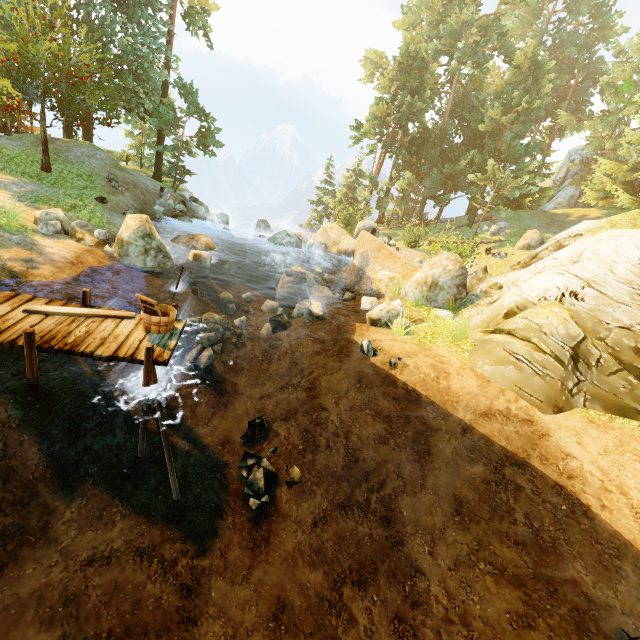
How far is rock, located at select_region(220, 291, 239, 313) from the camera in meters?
14.3 m

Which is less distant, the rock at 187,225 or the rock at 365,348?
the rock at 365,348

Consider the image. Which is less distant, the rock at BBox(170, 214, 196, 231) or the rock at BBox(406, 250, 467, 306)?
the rock at BBox(406, 250, 467, 306)

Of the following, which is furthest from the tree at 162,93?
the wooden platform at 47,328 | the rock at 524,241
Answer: the wooden platform at 47,328

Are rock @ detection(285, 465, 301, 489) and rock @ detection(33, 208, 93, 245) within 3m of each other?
no

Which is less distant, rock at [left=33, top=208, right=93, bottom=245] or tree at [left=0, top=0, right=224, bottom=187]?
rock at [left=33, top=208, right=93, bottom=245]

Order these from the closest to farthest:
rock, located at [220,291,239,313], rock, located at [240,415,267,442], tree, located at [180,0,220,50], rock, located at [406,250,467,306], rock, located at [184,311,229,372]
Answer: rock, located at [240,415,267,442] → rock, located at [184,311,229,372] → rock, located at [406,250,467,306] → rock, located at [220,291,239,313] → tree, located at [180,0,220,50]

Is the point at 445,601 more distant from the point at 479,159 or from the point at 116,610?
the point at 479,159
